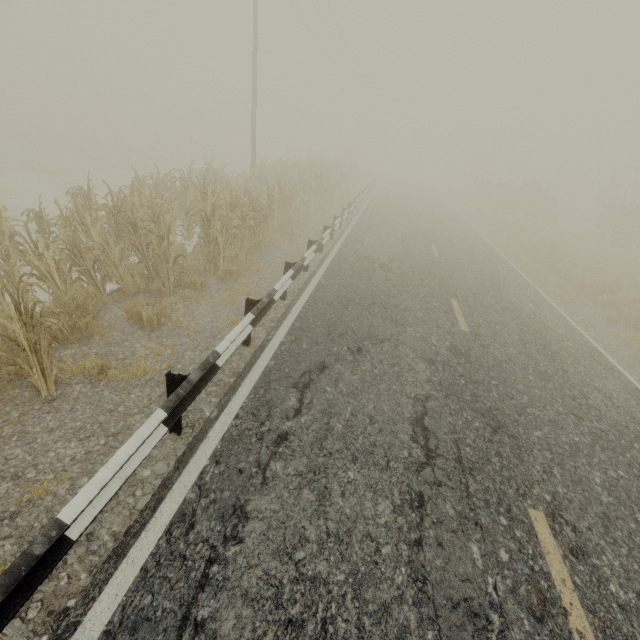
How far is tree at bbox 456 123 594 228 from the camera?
29.5m

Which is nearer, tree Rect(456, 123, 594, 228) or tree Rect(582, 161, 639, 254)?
tree Rect(582, 161, 639, 254)

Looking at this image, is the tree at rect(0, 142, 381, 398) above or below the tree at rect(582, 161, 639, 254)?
below

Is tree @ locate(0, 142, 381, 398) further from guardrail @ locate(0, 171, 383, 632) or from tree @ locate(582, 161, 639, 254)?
tree @ locate(582, 161, 639, 254)

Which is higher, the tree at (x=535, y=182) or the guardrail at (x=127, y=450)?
the tree at (x=535, y=182)

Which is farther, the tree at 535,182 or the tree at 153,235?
the tree at 535,182

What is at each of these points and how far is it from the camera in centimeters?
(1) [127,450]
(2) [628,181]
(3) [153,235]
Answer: (1) guardrail, 248cm
(2) tree, 4012cm
(3) tree, 728cm
